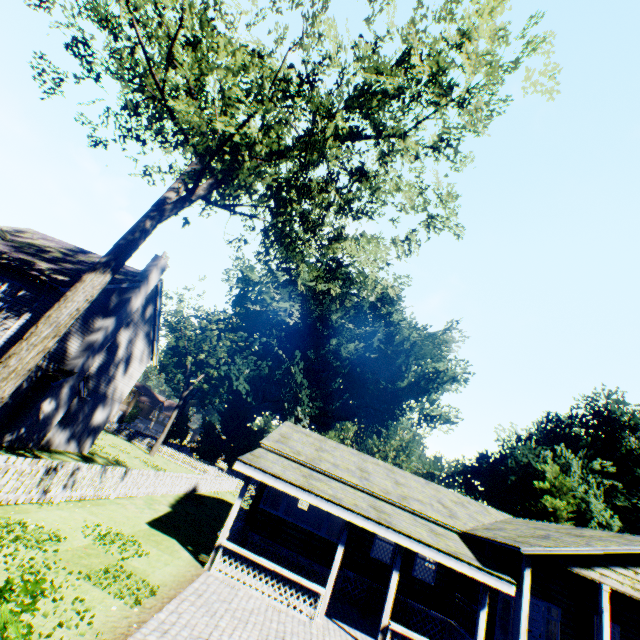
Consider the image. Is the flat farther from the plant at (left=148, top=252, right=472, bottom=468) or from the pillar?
the plant at (left=148, top=252, right=472, bottom=468)

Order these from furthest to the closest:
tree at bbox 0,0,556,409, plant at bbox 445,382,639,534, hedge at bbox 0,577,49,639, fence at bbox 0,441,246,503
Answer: plant at bbox 445,382,639,534 → fence at bbox 0,441,246,503 → tree at bbox 0,0,556,409 → hedge at bbox 0,577,49,639

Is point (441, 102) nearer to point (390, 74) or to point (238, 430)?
point (390, 74)

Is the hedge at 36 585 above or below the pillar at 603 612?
below

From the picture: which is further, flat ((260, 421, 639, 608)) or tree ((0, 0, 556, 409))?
flat ((260, 421, 639, 608))

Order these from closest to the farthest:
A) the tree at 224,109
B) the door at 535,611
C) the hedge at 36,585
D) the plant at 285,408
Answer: the hedge at 36,585 < the tree at 224,109 < the door at 535,611 < the plant at 285,408

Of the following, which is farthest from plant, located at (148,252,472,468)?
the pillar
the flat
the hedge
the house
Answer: the hedge

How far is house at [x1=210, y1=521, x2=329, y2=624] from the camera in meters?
10.5 m
